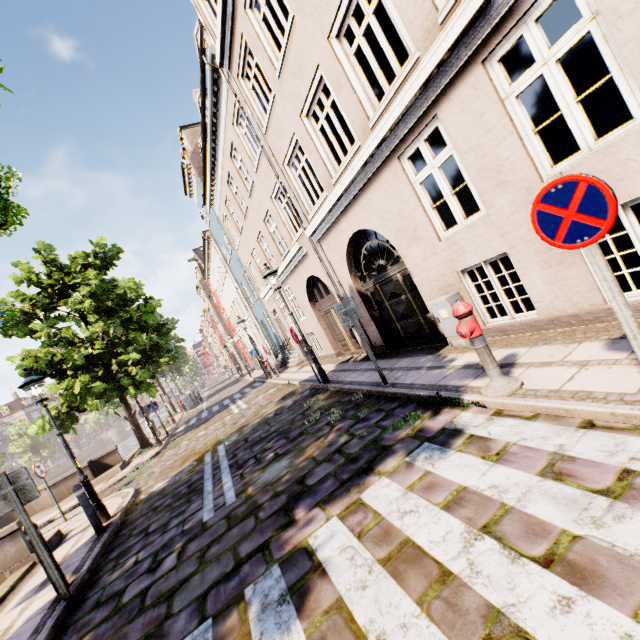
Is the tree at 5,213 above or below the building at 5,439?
below

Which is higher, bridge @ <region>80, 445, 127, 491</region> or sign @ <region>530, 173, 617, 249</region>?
sign @ <region>530, 173, 617, 249</region>

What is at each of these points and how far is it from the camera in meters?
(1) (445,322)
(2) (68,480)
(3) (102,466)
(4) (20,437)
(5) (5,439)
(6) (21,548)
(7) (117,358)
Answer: (1) electrical box, 6.4
(2) bridge, 13.1
(3) bridge, 13.9
(4) tree, 46.2
(5) building, 56.0
(6) bridge, 6.8
(7) tree, 13.9

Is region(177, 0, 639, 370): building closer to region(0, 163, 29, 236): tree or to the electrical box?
the electrical box

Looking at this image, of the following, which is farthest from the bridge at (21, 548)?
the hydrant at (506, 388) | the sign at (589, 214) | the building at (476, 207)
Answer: the sign at (589, 214)

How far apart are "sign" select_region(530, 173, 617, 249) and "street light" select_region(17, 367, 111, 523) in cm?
940

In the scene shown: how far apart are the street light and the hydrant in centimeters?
825cm

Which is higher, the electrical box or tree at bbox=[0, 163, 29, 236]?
tree at bbox=[0, 163, 29, 236]
